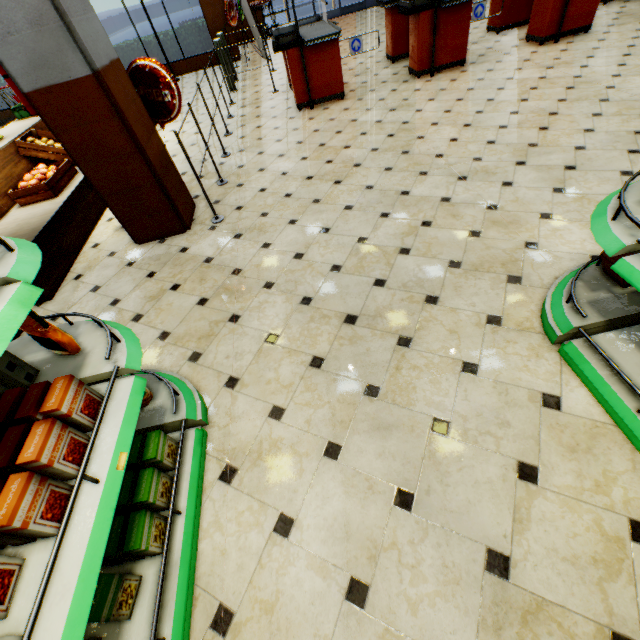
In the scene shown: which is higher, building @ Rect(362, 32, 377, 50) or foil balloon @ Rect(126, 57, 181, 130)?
foil balloon @ Rect(126, 57, 181, 130)

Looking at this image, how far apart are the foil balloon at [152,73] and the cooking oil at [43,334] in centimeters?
306cm

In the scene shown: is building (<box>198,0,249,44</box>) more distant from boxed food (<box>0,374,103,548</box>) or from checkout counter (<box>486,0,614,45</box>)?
boxed food (<box>0,374,103,548</box>)

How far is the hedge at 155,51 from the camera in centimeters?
1023cm

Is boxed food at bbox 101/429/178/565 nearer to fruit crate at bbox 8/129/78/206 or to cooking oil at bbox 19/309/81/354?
cooking oil at bbox 19/309/81/354

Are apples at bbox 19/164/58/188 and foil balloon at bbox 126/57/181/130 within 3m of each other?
yes

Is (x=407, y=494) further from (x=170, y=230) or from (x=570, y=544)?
(x=170, y=230)

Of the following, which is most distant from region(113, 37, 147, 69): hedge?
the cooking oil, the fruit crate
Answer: the cooking oil
